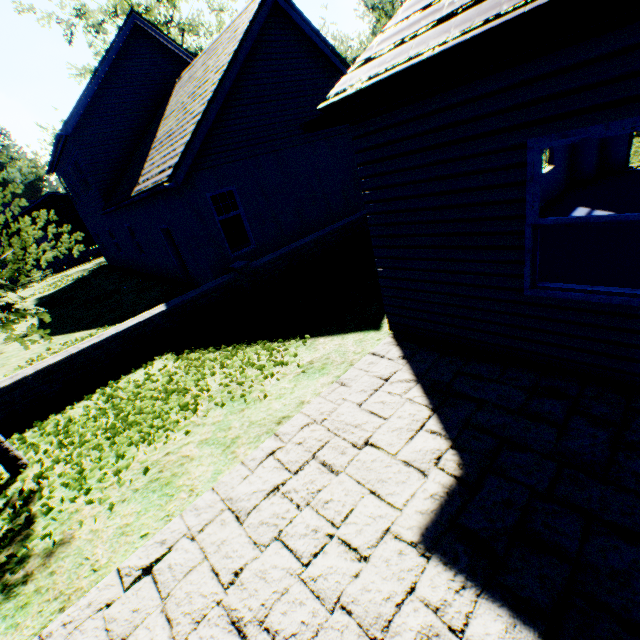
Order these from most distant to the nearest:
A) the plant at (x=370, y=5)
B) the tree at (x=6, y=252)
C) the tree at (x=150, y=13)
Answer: the plant at (x=370, y=5)
the tree at (x=150, y=13)
the tree at (x=6, y=252)

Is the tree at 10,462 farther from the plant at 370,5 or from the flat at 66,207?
the flat at 66,207

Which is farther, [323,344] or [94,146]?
[94,146]

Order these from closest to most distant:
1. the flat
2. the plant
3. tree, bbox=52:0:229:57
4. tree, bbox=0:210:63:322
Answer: tree, bbox=0:210:63:322 → tree, bbox=52:0:229:57 → the flat → the plant

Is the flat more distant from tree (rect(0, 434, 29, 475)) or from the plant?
the plant

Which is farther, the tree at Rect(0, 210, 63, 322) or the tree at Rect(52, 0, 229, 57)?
the tree at Rect(52, 0, 229, 57)

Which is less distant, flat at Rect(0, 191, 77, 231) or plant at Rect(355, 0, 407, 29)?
flat at Rect(0, 191, 77, 231)

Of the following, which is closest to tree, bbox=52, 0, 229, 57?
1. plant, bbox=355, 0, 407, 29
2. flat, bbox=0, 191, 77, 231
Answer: plant, bbox=355, 0, 407, 29
